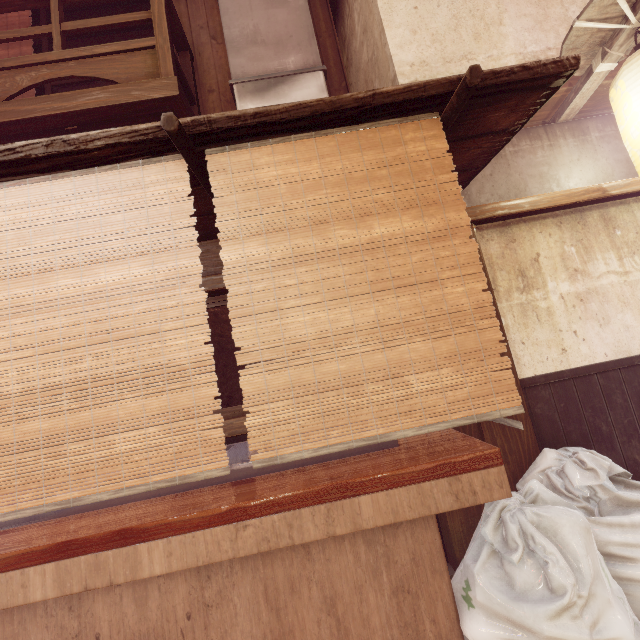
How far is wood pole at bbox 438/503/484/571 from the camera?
4.4m

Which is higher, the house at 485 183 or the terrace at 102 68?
the terrace at 102 68

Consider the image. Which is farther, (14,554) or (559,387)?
(559,387)

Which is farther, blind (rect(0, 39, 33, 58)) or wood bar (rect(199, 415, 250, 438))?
blind (rect(0, 39, 33, 58))

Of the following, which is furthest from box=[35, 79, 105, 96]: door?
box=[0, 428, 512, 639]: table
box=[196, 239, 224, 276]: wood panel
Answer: box=[0, 428, 512, 639]: table

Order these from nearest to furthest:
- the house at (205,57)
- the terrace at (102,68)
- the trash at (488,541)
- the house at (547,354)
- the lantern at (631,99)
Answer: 1. the trash at (488,541)
2. the lantern at (631,99)
3. the house at (547,354)
4. the terrace at (102,68)
5. the house at (205,57)

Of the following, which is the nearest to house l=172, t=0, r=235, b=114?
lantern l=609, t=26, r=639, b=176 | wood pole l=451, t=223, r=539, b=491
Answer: wood pole l=451, t=223, r=539, b=491
